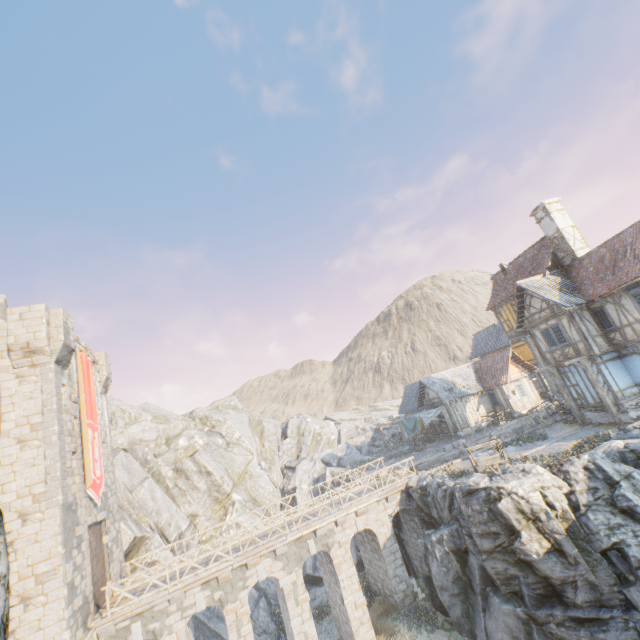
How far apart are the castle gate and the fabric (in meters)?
25.32

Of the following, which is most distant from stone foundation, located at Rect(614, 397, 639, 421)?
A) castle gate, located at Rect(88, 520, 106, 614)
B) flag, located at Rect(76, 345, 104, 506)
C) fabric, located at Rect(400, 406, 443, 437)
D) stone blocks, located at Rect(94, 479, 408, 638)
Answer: castle gate, located at Rect(88, 520, 106, 614)

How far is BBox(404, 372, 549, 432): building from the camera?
31.8m

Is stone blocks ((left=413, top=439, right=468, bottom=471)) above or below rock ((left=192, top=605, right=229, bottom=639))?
above

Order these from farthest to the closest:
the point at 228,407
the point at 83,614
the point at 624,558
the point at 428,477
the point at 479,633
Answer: the point at 228,407 < the point at 428,477 < the point at 479,633 < the point at 83,614 < the point at 624,558

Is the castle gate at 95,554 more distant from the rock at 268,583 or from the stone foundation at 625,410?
the stone foundation at 625,410

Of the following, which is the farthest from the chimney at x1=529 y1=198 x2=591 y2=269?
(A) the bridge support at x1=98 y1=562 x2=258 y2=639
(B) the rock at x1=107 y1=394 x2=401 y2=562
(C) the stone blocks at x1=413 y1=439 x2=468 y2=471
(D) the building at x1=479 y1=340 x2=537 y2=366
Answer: → (A) the bridge support at x1=98 y1=562 x2=258 y2=639

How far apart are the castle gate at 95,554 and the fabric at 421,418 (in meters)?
25.32
